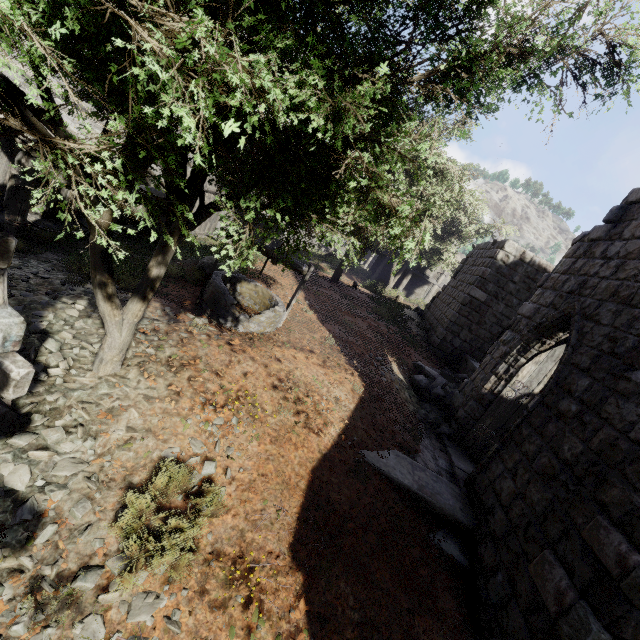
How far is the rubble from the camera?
8.5 meters

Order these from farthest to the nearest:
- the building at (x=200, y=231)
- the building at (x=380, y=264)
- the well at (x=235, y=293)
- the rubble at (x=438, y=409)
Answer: the building at (x=380, y=264)
the building at (x=200, y=231)
the rubble at (x=438, y=409)
the well at (x=235, y=293)

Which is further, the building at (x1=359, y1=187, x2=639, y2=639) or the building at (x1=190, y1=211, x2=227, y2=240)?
the building at (x1=190, y1=211, x2=227, y2=240)

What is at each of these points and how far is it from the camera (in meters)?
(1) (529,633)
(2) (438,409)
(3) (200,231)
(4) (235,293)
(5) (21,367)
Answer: (1) building, 3.81
(2) rubble, 9.02
(3) building, 17.62
(4) well, 8.62
(5) building, 3.30

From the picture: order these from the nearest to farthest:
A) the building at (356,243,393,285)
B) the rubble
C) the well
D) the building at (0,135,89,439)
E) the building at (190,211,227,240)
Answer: the building at (0,135,89,439)
the well
the rubble
the building at (190,211,227,240)
the building at (356,243,393,285)

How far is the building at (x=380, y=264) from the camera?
27.0 meters

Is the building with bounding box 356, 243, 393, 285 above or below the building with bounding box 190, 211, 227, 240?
above

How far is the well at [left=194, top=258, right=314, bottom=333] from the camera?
7.11m
